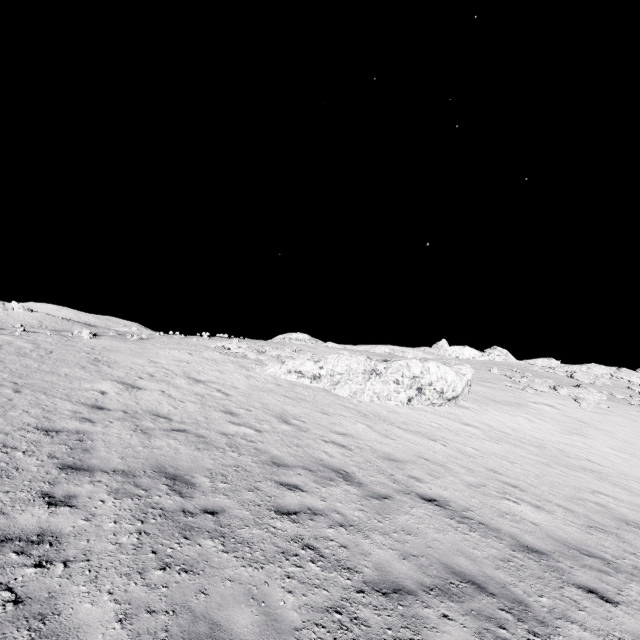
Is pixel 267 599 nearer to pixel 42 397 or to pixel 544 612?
pixel 544 612
